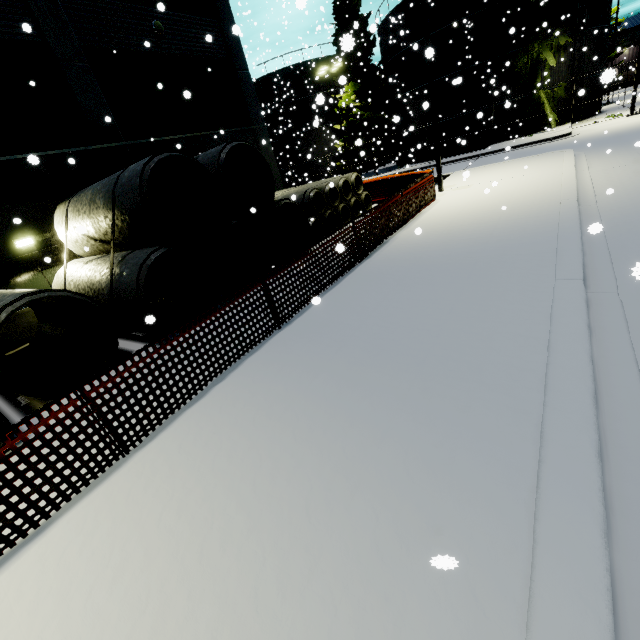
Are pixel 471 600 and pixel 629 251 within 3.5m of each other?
no

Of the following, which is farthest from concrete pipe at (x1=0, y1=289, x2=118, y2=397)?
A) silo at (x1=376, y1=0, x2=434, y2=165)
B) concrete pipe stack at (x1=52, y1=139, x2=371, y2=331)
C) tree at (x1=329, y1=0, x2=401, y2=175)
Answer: silo at (x1=376, y1=0, x2=434, y2=165)

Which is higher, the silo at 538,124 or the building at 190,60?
the building at 190,60

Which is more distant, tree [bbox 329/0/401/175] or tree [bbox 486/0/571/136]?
tree [bbox 329/0/401/175]

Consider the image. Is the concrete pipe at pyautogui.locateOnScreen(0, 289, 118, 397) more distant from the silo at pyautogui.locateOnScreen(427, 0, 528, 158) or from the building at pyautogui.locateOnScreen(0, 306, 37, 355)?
the silo at pyautogui.locateOnScreen(427, 0, 528, 158)

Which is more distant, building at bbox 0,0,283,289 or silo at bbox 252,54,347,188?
silo at bbox 252,54,347,188

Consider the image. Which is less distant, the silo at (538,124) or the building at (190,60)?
the building at (190,60)

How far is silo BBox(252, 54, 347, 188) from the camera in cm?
3403
